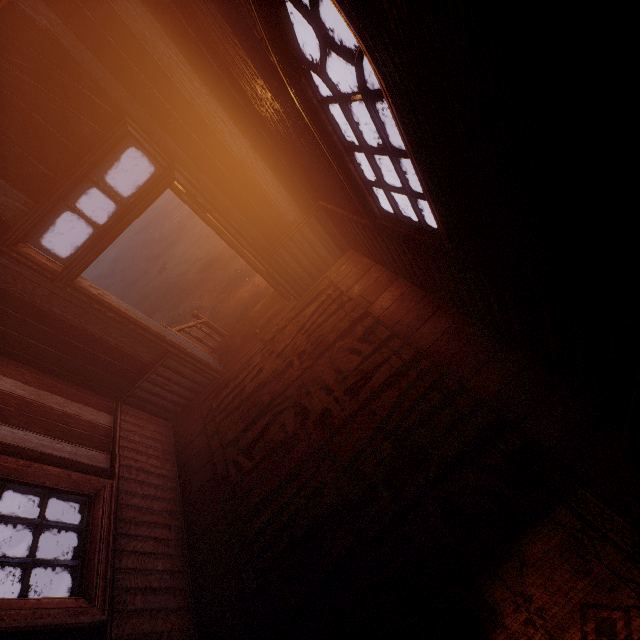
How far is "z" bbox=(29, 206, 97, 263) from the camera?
28.08m

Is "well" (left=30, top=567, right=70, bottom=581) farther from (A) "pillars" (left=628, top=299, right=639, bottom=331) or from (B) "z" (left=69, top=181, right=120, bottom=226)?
(A) "pillars" (left=628, top=299, right=639, bottom=331)

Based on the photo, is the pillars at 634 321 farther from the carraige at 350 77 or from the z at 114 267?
the carraige at 350 77

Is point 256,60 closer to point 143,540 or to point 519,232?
point 519,232

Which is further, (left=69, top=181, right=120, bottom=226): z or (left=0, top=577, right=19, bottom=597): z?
(left=69, top=181, right=120, bottom=226): z

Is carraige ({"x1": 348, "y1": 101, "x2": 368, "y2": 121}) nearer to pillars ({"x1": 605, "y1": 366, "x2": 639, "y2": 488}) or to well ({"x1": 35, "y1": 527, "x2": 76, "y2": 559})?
pillars ({"x1": 605, "y1": 366, "x2": 639, "y2": 488})

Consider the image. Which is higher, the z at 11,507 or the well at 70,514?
the well at 70,514
